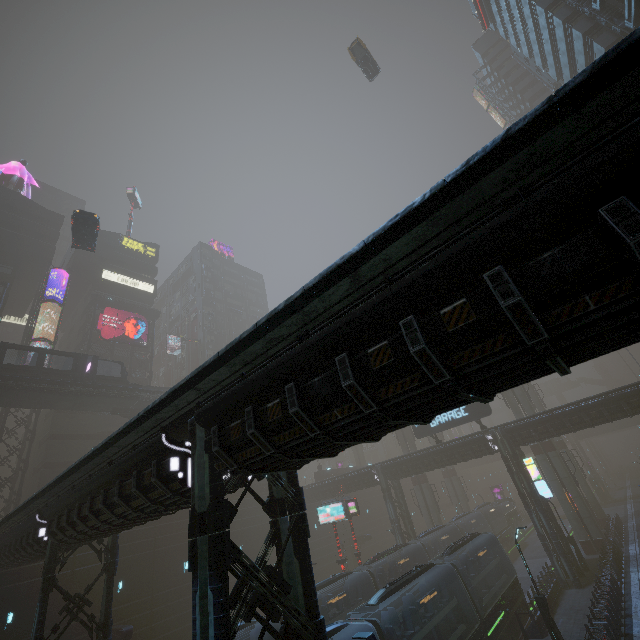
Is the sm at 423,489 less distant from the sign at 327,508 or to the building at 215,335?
the building at 215,335

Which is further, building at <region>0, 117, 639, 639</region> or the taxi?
the taxi

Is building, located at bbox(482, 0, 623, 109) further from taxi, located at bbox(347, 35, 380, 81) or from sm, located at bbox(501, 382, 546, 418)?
taxi, located at bbox(347, 35, 380, 81)

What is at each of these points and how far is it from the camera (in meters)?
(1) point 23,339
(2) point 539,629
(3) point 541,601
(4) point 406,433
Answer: (1) building, 41.78
(2) building, 19.00
(3) street light, 17.45
(4) sm, 45.75

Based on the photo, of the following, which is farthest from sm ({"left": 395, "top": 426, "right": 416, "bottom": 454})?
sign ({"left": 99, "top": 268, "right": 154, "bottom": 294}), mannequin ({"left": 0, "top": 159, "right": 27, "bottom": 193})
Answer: mannequin ({"left": 0, "top": 159, "right": 27, "bottom": 193})

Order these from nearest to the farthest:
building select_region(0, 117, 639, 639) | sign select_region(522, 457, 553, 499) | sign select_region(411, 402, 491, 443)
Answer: building select_region(0, 117, 639, 639), sign select_region(522, 457, 553, 499), sign select_region(411, 402, 491, 443)

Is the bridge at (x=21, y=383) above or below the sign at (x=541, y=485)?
above

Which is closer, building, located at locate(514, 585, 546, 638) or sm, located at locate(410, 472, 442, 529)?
building, located at locate(514, 585, 546, 638)
